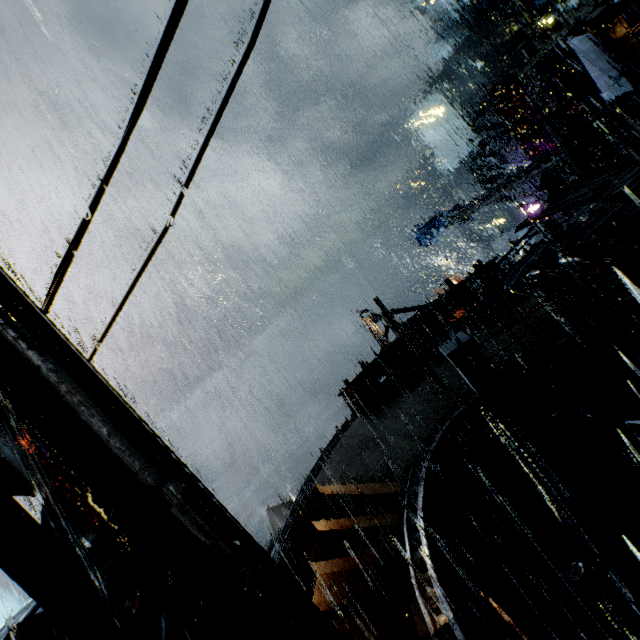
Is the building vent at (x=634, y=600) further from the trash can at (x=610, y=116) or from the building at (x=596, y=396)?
the trash can at (x=610, y=116)

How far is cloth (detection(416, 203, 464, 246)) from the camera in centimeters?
2698cm

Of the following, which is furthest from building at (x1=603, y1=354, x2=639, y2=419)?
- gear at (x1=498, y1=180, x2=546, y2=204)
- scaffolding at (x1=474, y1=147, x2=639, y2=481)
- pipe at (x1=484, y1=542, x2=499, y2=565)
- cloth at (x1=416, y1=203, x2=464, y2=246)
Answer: cloth at (x1=416, y1=203, x2=464, y2=246)

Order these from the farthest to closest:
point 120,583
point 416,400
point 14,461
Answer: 1. point 416,400
2. point 120,583
3. point 14,461

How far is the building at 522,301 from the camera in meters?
12.0 m

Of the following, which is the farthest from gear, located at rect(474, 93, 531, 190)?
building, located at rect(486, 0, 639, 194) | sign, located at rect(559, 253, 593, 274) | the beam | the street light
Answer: the street light

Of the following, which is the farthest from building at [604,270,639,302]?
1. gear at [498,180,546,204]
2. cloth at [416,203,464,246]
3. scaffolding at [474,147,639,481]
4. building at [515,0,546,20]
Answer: building at [515,0,546,20]

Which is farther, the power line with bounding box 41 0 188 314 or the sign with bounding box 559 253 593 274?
the sign with bounding box 559 253 593 274
